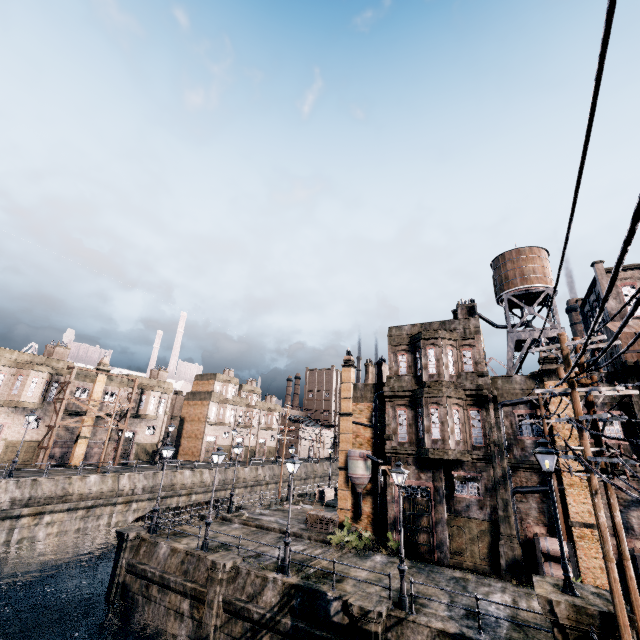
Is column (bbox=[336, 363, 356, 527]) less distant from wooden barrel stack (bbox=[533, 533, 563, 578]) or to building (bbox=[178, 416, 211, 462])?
wooden barrel stack (bbox=[533, 533, 563, 578])

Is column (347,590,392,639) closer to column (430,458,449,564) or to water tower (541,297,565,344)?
column (430,458,449,564)

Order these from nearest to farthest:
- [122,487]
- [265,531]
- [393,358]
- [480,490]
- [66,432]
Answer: [480,490] < [265,531] < [393,358] < [122,487] < [66,432]

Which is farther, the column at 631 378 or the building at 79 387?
the building at 79 387

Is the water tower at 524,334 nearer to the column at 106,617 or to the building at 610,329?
the building at 610,329

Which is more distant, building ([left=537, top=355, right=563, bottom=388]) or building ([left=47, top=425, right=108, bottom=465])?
building ([left=47, top=425, right=108, bottom=465])

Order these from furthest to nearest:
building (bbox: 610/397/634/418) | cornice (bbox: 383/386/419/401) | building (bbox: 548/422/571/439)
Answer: cornice (bbox: 383/386/419/401) < building (bbox: 548/422/571/439) < building (bbox: 610/397/634/418)

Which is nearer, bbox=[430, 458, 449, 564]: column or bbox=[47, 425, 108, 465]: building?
bbox=[430, 458, 449, 564]: column
